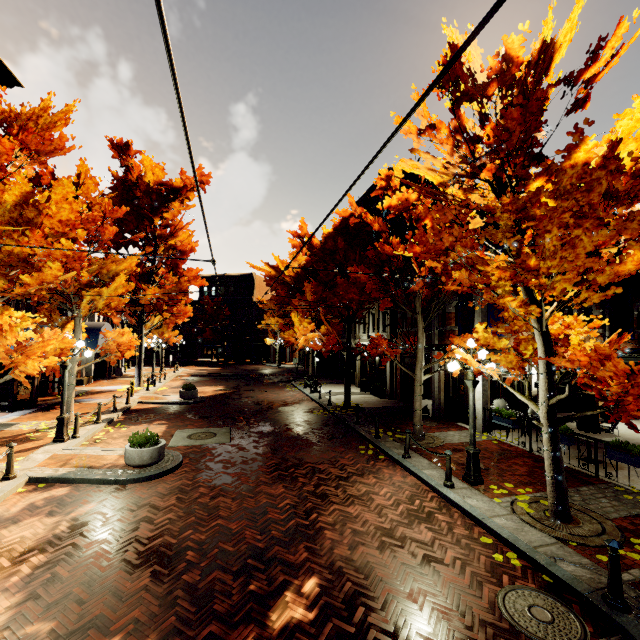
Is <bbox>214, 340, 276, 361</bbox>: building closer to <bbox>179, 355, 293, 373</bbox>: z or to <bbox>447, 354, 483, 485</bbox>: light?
<bbox>179, 355, 293, 373</bbox>: z

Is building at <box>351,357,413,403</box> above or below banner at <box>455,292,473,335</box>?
below

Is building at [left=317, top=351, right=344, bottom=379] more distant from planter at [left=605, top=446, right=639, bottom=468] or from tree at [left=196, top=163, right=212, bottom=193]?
planter at [left=605, top=446, right=639, bottom=468]

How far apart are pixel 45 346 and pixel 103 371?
23.90m

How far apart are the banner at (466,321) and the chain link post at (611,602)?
8.7 meters

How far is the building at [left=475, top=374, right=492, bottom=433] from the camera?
12.8 meters

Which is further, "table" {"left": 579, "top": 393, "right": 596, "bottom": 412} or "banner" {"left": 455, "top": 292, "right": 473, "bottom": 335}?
"banner" {"left": 455, "top": 292, "right": 473, "bottom": 335}

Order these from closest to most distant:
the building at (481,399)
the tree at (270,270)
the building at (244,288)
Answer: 1. the building at (481,399)
2. the tree at (270,270)
3. the building at (244,288)
